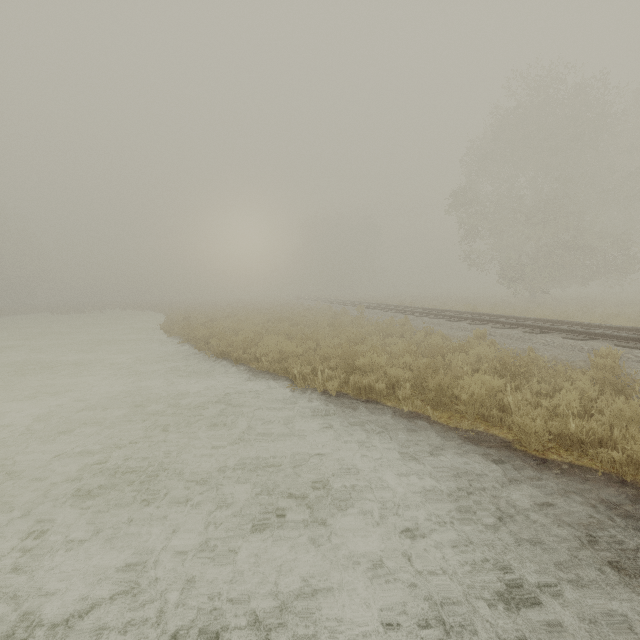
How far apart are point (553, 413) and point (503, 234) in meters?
27.0
